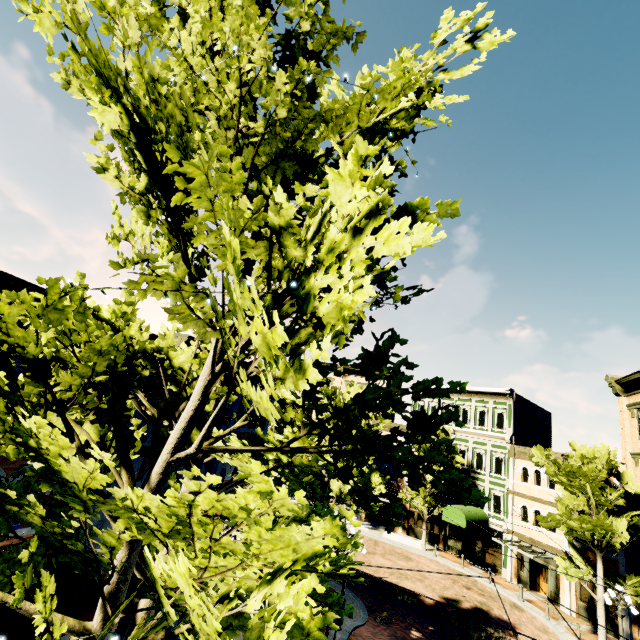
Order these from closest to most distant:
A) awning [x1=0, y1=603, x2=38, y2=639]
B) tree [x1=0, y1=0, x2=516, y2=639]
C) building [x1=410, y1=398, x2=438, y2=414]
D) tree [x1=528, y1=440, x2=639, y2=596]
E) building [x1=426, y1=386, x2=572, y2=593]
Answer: tree [x1=0, y1=0, x2=516, y2=639] → awning [x1=0, y1=603, x2=38, y2=639] → tree [x1=528, y1=440, x2=639, y2=596] → building [x1=426, y1=386, x2=572, y2=593] → building [x1=410, y1=398, x2=438, y2=414]

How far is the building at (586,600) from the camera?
19.9m

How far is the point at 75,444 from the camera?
4.4m

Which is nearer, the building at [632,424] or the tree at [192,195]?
the tree at [192,195]

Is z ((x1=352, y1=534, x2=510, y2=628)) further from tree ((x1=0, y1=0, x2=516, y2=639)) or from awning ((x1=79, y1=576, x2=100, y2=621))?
awning ((x1=79, y1=576, x2=100, y2=621))

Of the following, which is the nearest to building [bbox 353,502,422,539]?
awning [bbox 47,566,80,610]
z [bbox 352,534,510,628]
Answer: z [bbox 352,534,510,628]

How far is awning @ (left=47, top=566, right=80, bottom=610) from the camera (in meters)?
6.89

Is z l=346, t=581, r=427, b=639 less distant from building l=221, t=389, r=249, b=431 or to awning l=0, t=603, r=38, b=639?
building l=221, t=389, r=249, b=431
